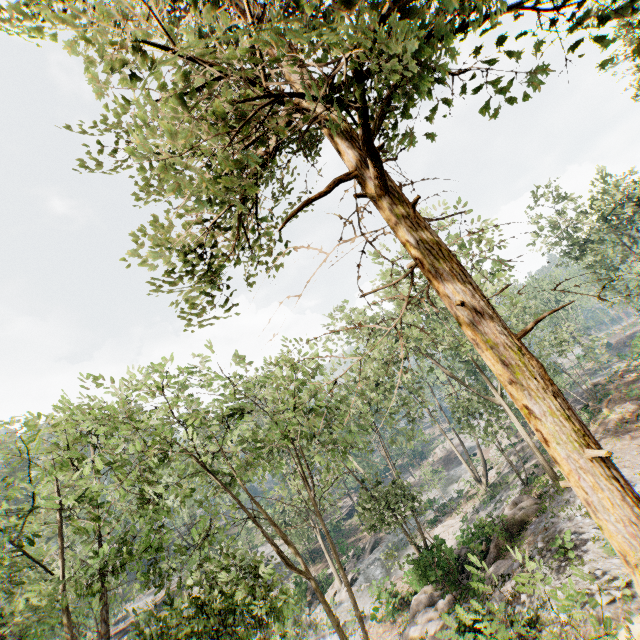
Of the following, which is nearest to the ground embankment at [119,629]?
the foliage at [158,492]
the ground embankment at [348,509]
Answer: the foliage at [158,492]

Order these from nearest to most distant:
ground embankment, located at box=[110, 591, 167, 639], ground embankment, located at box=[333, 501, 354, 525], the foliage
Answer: the foliage < ground embankment, located at box=[110, 591, 167, 639] < ground embankment, located at box=[333, 501, 354, 525]

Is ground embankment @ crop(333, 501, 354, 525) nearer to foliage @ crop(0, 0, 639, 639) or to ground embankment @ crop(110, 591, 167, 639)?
foliage @ crop(0, 0, 639, 639)

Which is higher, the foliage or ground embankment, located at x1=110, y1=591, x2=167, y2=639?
the foliage

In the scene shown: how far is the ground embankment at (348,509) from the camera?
50.3 meters

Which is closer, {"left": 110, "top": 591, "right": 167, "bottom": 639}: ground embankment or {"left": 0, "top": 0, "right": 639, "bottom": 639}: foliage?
{"left": 0, "top": 0, "right": 639, "bottom": 639}: foliage

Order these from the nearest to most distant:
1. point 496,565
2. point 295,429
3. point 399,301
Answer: point 496,565, point 399,301, point 295,429
